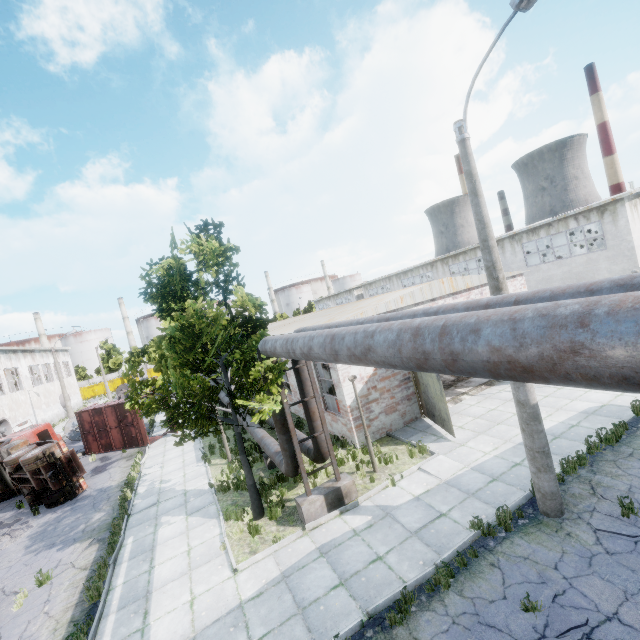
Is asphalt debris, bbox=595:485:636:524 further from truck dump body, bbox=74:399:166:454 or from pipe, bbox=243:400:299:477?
truck dump body, bbox=74:399:166:454

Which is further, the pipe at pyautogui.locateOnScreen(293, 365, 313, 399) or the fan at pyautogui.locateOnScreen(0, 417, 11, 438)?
the fan at pyautogui.locateOnScreen(0, 417, 11, 438)

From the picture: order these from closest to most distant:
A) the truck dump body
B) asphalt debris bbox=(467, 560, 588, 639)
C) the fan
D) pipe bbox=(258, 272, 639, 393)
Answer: pipe bbox=(258, 272, 639, 393) → asphalt debris bbox=(467, 560, 588, 639) → the truck dump body → the fan

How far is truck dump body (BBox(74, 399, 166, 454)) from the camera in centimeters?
2089cm

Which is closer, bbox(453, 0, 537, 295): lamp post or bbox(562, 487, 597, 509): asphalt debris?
bbox(453, 0, 537, 295): lamp post

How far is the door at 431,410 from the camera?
11.6 meters

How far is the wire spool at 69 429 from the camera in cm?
2723

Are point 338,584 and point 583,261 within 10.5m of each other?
no
